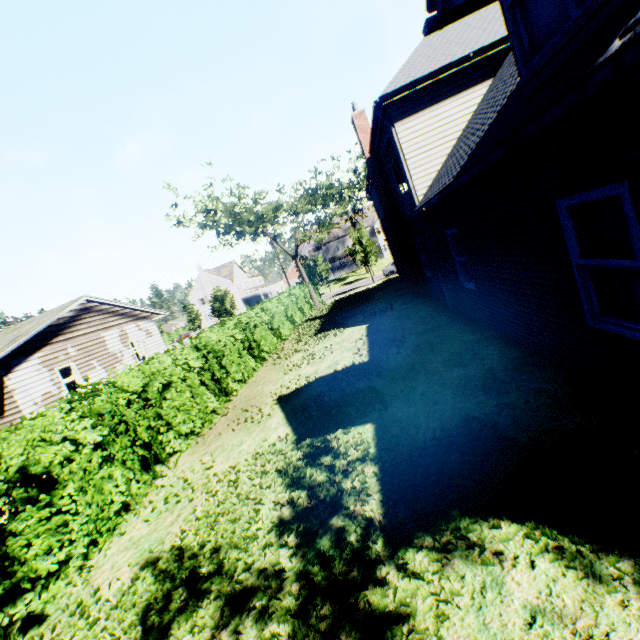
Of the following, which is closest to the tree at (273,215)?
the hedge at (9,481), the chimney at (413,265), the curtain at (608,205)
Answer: the hedge at (9,481)

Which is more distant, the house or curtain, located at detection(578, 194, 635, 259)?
the house

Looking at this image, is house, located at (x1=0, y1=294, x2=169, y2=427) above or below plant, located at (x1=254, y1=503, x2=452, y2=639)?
above

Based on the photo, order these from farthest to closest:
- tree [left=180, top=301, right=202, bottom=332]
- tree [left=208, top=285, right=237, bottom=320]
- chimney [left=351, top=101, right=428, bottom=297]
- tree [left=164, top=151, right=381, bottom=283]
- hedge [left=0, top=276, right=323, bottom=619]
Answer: tree [left=180, top=301, right=202, bottom=332], tree [left=208, top=285, right=237, bottom=320], tree [left=164, top=151, right=381, bottom=283], chimney [left=351, top=101, right=428, bottom=297], hedge [left=0, top=276, right=323, bottom=619]

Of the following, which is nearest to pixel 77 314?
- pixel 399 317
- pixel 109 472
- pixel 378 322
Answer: pixel 109 472

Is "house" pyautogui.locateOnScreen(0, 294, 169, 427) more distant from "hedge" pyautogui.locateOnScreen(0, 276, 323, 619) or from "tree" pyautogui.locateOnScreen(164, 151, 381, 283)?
"tree" pyautogui.locateOnScreen(164, 151, 381, 283)

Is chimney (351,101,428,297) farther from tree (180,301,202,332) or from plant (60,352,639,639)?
plant (60,352,639,639)

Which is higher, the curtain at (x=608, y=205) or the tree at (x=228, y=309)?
the tree at (x=228, y=309)
